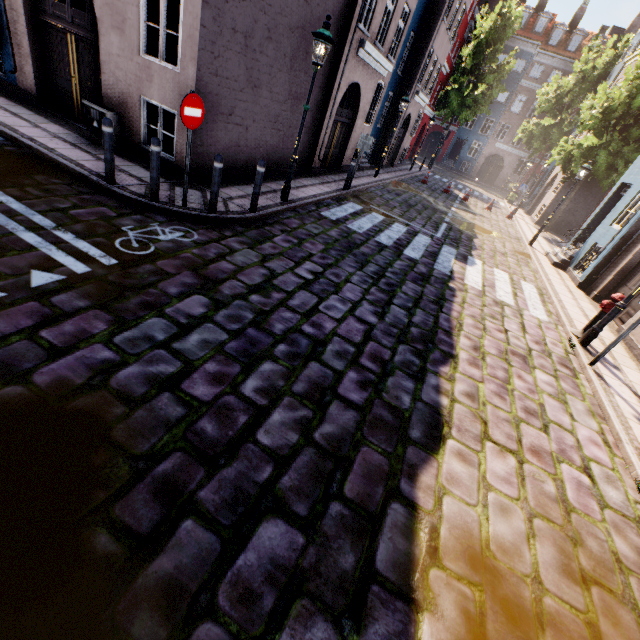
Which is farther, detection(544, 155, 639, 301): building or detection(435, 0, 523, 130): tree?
detection(435, 0, 523, 130): tree

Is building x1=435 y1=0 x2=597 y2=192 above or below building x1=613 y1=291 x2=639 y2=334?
above

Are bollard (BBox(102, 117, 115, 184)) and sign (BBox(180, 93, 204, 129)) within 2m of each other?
yes

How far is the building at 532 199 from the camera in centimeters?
2156cm

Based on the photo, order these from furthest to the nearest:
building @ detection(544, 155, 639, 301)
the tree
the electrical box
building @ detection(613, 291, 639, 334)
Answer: the tree < building @ detection(544, 155, 639, 301) < building @ detection(613, 291, 639, 334) < the electrical box

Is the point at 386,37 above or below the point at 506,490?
above

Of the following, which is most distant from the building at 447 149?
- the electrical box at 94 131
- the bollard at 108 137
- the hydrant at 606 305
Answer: the bollard at 108 137

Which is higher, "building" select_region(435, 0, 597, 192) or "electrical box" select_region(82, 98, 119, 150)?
"building" select_region(435, 0, 597, 192)
